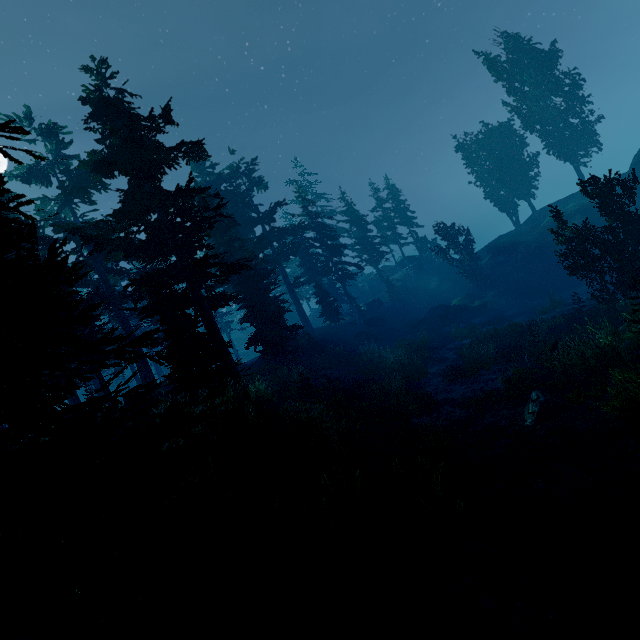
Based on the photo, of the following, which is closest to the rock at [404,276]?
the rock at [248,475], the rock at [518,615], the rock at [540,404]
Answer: the rock at [540,404]

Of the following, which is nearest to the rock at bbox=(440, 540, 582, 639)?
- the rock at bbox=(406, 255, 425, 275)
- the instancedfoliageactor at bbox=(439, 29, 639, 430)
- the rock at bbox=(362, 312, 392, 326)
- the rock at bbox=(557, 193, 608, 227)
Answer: the instancedfoliageactor at bbox=(439, 29, 639, 430)

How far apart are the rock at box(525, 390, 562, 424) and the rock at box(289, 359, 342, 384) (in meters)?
13.42

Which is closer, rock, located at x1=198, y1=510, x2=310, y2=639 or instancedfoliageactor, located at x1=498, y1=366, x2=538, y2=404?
rock, located at x1=198, y1=510, x2=310, y2=639

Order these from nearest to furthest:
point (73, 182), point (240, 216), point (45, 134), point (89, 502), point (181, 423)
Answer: point (89, 502), point (181, 423), point (73, 182), point (45, 134), point (240, 216)

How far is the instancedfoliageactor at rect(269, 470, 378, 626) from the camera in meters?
4.9 m

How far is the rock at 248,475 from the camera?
8.91m

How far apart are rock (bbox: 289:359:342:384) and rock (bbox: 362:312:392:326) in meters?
18.3 m
